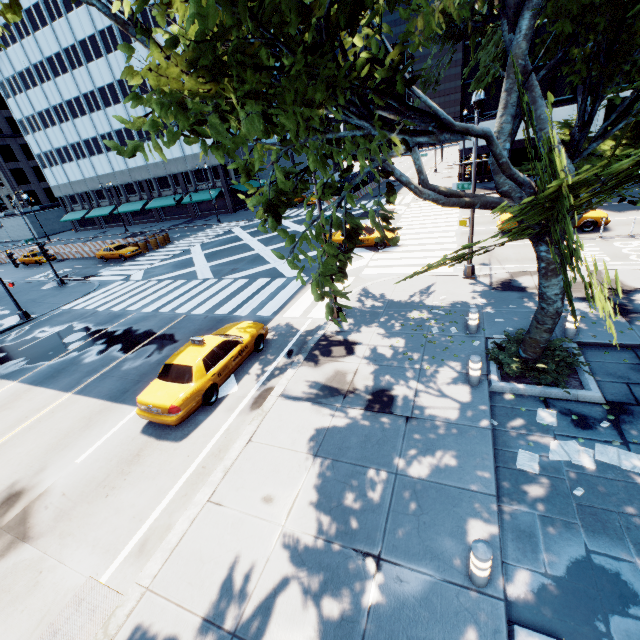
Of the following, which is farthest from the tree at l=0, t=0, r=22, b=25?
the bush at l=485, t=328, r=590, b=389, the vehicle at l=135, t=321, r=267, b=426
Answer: the vehicle at l=135, t=321, r=267, b=426

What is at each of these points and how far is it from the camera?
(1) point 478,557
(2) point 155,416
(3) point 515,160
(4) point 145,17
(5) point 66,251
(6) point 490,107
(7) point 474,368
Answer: (1) pillar, 4.54m
(2) vehicle, 9.09m
(3) building, 34.22m
(4) building, 40.44m
(5) concrete barrier, 39.31m
(6) building, 32.84m
(7) pillar, 8.38m

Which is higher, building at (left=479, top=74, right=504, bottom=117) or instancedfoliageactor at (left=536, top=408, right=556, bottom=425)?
building at (left=479, top=74, right=504, bottom=117)

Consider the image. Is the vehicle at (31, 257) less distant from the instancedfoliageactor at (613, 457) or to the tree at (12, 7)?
the tree at (12, 7)

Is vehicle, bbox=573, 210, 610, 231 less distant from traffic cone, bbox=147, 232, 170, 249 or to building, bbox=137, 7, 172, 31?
traffic cone, bbox=147, 232, 170, 249

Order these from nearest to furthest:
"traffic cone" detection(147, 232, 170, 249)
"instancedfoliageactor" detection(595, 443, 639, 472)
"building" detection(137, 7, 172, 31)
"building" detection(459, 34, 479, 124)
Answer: "instancedfoliageactor" detection(595, 443, 639, 472) → "building" detection(459, 34, 479, 124) → "traffic cone" detection(147, 232, 170, 249) → "building" detection(137, 7, 172, 31)

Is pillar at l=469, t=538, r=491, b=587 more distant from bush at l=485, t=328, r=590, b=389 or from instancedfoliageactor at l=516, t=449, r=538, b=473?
bush at l=485, t=328, r=590, b=389

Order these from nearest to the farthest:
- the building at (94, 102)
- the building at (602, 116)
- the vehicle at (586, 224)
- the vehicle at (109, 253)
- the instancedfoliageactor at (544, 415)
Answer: the instancedfoliageactor at (544, 415), the vehicle at (586, 224), the building at (602, 116), the vehicle at (109, 253), the building at (94, 102)
